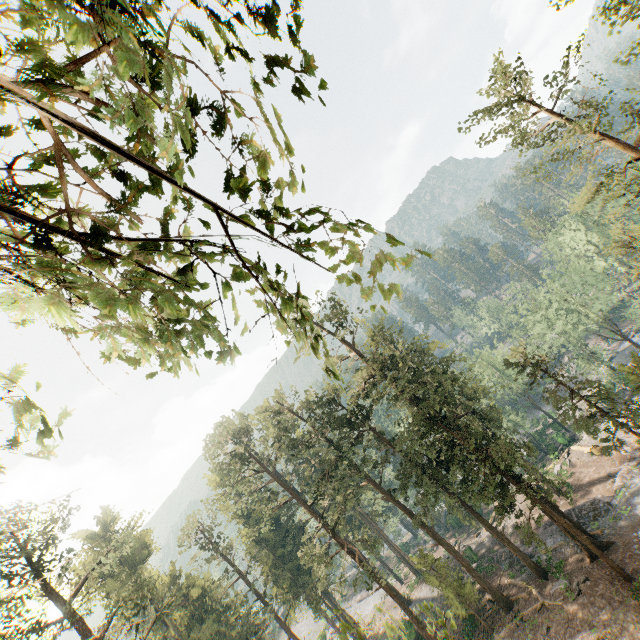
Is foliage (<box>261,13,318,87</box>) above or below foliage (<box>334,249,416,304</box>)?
above

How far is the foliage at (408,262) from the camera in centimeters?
230cm

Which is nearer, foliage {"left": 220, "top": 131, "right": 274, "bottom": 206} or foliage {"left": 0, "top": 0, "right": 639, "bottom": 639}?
foliage {"left": 0, "top": 0, "right": 639, "bottom": 639}

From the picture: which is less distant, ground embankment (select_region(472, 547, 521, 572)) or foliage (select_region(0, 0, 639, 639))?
foliage (select_region(0, 0, 639, 639))

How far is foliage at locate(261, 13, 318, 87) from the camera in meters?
1.2 m

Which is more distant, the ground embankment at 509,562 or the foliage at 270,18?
the ground embankment at 509,562

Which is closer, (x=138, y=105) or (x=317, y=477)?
(x=138, y=105)

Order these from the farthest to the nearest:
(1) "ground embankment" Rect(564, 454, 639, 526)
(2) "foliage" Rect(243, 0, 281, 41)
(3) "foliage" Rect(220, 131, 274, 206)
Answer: (1) "ground embankment" Rect(564, 454, 639, 526)
(3) "foliage" Rect(220, 131, 274, 206)
(2) "foliage" Rect(243, 0, 281, 41)
